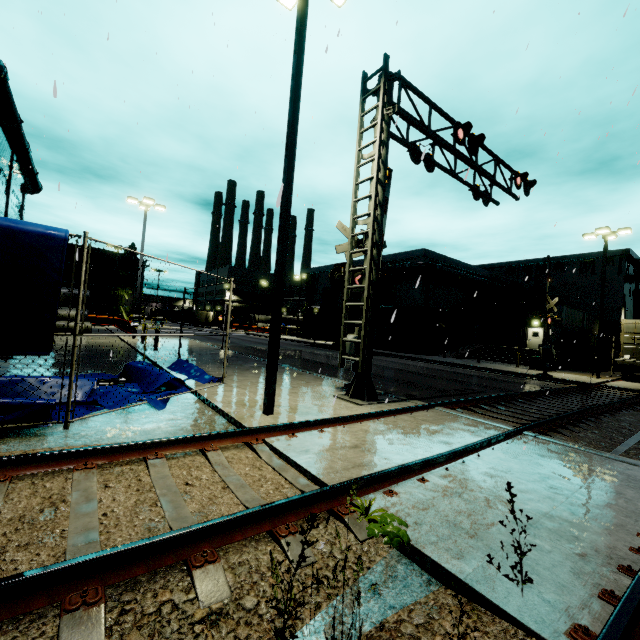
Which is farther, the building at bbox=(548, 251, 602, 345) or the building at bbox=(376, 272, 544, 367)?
the building at bbox=(548, 251, 602, 345)

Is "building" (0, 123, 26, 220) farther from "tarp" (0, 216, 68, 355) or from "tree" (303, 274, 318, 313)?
"tarp" (0, 216, 68, 355)

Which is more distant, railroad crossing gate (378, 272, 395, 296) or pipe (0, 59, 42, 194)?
pipe (0, 59, 42, 194)

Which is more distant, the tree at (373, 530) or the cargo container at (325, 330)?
the cargo container at (325, 330)

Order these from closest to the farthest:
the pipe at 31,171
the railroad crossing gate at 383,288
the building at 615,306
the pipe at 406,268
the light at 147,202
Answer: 1. the railroad crossing gate at 383,288
2. the pipe at 31,171
3. the light at 147,202
4. the pipe at 406,268
5. the building at 615,306

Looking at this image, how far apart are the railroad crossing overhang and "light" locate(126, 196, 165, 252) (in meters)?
18.59

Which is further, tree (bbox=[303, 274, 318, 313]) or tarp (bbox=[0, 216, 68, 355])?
tree (bbox=[303, 274, 318, 313])

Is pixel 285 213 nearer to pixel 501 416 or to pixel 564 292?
pixel 501 416
